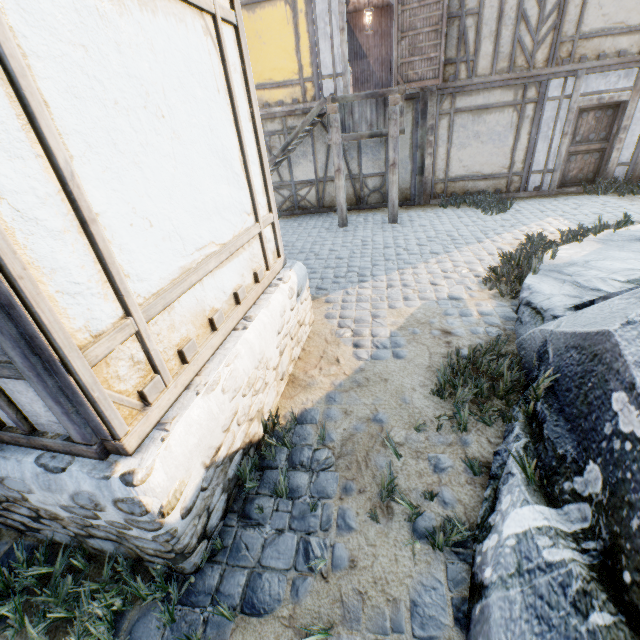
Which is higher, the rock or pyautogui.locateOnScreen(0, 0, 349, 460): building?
pyautogui.locateOnScreen(0, 0, 349, 460): building

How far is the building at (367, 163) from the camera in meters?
9.5

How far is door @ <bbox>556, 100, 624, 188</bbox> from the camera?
8.4m

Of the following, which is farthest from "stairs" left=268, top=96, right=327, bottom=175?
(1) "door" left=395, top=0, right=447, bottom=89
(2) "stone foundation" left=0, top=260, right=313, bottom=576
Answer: (2) "stone foundation" left=0, top=260, right=313, bottom=576

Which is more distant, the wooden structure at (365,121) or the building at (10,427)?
the wooden structure at (365,121)

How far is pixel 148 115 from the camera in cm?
203

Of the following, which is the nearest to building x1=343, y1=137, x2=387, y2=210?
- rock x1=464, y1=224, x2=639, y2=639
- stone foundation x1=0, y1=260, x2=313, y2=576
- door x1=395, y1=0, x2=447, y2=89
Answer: door x1=395, y1=0, x2=447, y2=89

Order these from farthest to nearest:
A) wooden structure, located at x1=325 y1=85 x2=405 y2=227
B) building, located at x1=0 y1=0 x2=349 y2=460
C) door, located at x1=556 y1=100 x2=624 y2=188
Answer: door, located at x1=556 y1=100 x2=624 y2=188
wooden structure, located at x1=325 y1=85 x2=405 y2=227
building, located at x1=0 y1=0 x2=349 y2=460
